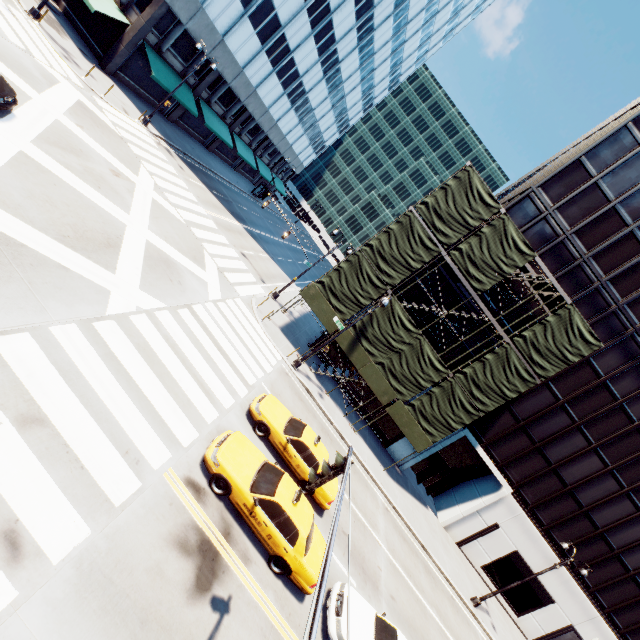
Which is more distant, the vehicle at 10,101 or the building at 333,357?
the building at 333,357

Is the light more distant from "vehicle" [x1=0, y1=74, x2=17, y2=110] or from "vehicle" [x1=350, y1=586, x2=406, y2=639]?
"vehicle" [x1=350, y1=586, x2=406, y2=639]

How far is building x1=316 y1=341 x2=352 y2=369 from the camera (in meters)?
25.62

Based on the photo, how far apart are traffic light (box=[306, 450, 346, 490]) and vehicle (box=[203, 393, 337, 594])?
4.32m

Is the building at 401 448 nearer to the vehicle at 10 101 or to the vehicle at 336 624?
the vehicle at 336 624

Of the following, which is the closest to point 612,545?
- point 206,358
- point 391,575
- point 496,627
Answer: point 496,627

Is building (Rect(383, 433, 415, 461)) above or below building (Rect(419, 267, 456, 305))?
below

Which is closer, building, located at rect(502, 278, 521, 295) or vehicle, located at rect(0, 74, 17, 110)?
vehicle, located at rect(0, 74, 17, 110)
